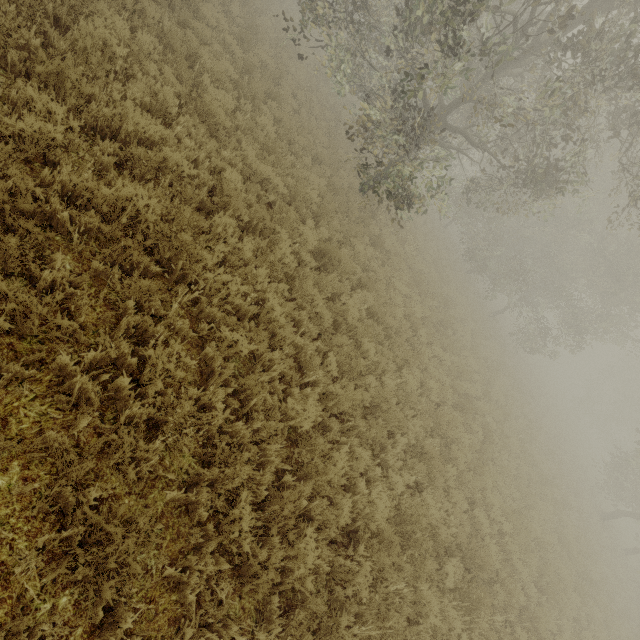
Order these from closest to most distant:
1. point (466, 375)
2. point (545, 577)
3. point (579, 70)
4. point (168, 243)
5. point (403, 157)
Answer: point (168, 243)
point (579, 70)
point (545, 577)
point (466, 375)
point (403, 157)
